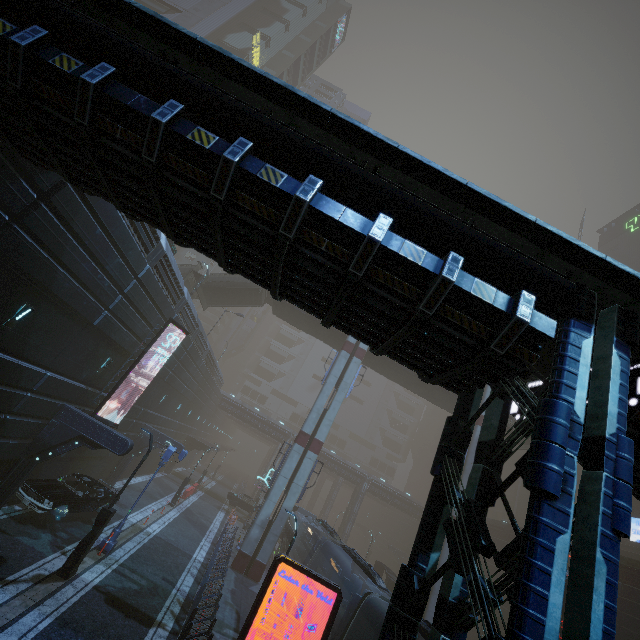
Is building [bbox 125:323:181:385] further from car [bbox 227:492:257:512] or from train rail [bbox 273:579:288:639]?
car [bbox 227:492:257:512]

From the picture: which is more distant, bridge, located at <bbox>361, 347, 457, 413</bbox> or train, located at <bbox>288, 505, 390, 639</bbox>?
bridge, located at <bbox>361, 347, 457, 413</bbox>

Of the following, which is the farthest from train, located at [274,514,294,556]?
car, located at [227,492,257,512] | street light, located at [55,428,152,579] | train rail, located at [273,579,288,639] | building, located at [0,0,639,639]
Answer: street light, located at [55,428,152,579]

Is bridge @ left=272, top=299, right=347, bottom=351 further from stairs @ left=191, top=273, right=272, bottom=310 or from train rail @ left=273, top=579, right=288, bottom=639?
train rail @ left=273, top=579, right=288, bottom=639

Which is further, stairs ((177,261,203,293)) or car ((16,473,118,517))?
stairs ((177,261,203,293))

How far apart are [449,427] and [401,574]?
2.9 meters

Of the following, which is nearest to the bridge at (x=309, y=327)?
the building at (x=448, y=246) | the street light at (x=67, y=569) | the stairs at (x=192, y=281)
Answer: the stairs at (x=192, y=281)

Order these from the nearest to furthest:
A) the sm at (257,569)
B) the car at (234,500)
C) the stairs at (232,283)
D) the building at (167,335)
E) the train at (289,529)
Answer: the building at (167,335), the sm at (257,569), the train at (289,529), the stairs at (232,283), the car at (234,500)
